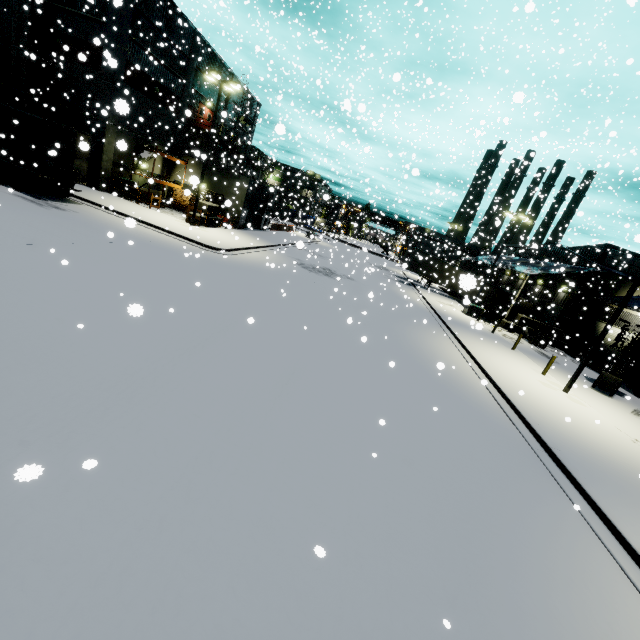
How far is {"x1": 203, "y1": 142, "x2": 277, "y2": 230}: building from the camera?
30.3 meters

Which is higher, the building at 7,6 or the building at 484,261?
the building at 7,6

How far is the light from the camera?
20.1m

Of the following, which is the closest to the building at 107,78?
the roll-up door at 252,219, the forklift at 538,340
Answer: the roll-up door at 252,219

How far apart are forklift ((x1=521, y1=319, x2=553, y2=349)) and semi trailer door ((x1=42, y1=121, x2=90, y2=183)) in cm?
3447

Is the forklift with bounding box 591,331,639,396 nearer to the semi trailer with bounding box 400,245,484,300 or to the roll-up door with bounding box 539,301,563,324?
the semi trailer with bounding box 400,245,484,300

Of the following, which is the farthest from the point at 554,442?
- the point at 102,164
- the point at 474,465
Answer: the point at 102,164

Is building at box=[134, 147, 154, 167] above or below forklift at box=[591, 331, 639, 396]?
above
